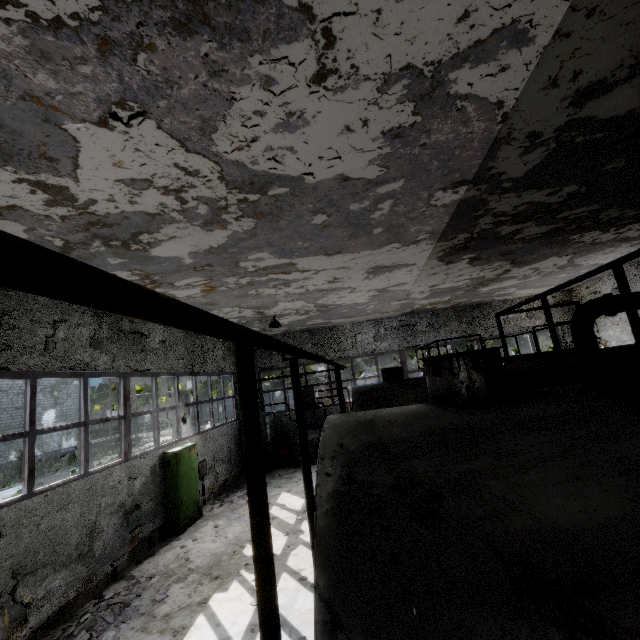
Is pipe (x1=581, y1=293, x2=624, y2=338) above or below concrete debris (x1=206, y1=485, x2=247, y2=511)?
above

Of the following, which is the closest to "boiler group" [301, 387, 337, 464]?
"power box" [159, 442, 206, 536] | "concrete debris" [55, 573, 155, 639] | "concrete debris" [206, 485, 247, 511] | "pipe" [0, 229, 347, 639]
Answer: "concrete debris" [206, 485, 247, 511]

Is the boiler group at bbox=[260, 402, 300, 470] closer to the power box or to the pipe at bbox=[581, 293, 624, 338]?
the power box

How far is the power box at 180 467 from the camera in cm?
1004

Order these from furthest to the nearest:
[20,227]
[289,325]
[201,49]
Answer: [289,325], [20,227], [201,49]

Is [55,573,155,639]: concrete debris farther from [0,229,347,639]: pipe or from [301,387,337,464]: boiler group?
[0,229,347,639]: pipe

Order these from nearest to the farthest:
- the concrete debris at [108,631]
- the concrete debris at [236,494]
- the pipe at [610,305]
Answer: the concrete debris at [108,631] → the pipe at [610,305] → the concrete debris at [236,494]

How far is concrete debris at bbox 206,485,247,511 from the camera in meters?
11.7
